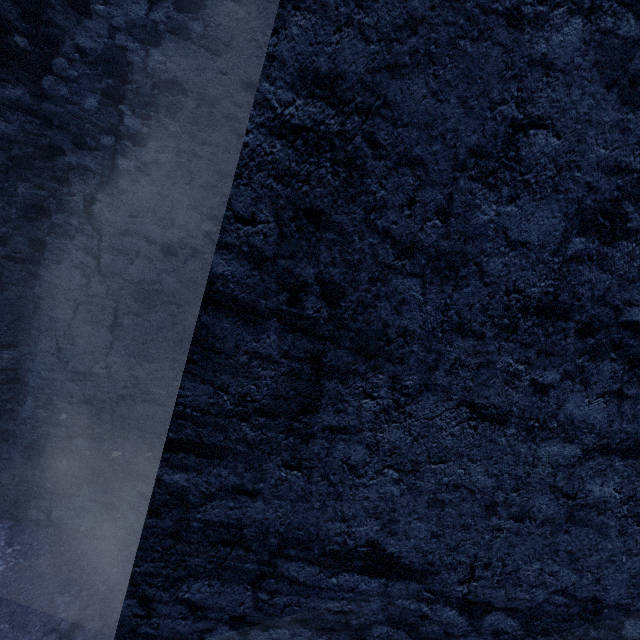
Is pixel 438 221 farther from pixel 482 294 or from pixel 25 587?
pixel 25 587
